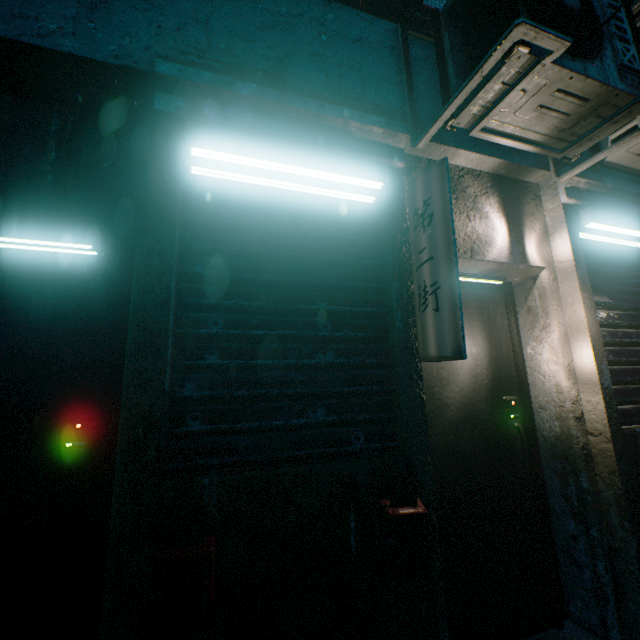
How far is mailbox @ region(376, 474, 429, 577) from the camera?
1.2m

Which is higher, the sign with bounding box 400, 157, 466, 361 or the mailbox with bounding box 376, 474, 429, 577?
the sign with bounding box 400, 157, 466, 361

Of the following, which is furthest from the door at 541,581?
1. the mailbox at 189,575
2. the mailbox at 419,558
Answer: the mailbox at 189,575

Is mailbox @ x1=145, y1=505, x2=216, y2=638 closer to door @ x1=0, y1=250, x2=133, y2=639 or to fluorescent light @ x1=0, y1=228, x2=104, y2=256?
door @ x1=0, y1=250, x2=133, y2=639

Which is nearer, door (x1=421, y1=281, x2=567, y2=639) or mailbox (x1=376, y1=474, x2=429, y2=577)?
mailbox (x1=376, y1=474, x2=429, y2=577)

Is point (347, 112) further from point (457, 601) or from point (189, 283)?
point (457, 601)

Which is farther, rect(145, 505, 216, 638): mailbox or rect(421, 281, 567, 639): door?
rect(421, 281, 567, 639): door

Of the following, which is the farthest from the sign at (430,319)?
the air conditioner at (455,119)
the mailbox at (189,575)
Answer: the mailbox at (189,575)
